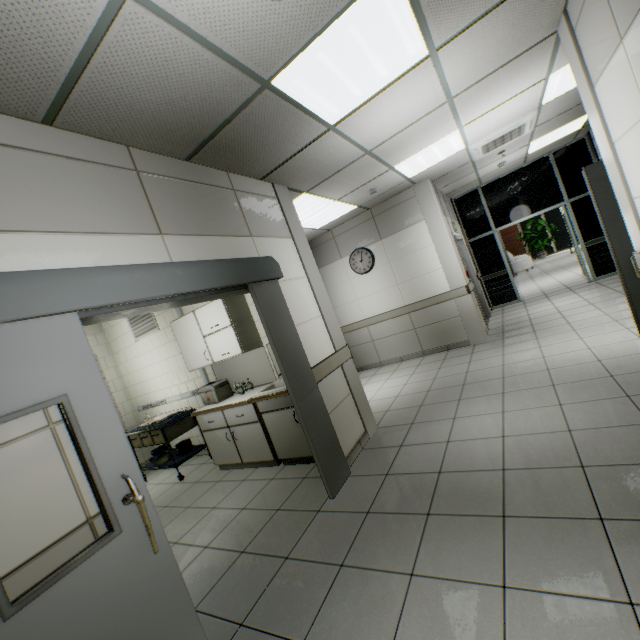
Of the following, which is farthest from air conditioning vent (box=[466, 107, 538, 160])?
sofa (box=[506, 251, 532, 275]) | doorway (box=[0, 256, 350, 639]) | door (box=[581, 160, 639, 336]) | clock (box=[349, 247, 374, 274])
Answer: sofa (box=[506, 251, 532, 275])

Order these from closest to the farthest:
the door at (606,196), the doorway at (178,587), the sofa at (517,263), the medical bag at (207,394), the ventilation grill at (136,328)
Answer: the doorway at (178,587) → the door at (606,196) → the medical bag at (207,394) → the ventilation grill at (136,328) → the sofa at (517,263)

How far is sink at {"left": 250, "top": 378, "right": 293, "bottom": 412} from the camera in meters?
3.7

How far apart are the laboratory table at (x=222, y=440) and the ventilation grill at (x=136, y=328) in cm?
170

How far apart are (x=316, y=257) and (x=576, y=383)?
5.46m

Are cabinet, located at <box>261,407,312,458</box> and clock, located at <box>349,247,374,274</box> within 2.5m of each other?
no

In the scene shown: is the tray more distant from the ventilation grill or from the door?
the door

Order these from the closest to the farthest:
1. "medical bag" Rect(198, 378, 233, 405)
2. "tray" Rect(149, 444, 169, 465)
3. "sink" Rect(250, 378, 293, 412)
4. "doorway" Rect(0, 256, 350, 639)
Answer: "doorway" Rect(0, 256, 350, 639) < "sink" Rect(250, 378, 293, 412) < "medical bag" Rect(198, 378, 233, 405) < "tray" Rect(149, 444, 169, 465)
